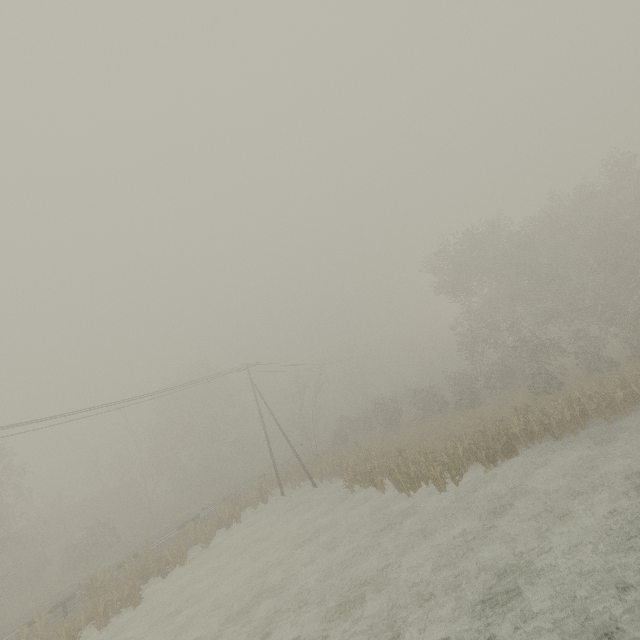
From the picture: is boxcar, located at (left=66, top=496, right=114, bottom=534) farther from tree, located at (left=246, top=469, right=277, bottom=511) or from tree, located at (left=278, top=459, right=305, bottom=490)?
tree, located at (left=246, top=469, right=277, bottom=511)

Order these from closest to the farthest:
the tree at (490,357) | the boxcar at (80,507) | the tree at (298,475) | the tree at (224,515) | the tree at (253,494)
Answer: the tree at (490,357), the tree at (224,515), the tree at (253,494), the tree at (298,475), the boxcar at (80,507)

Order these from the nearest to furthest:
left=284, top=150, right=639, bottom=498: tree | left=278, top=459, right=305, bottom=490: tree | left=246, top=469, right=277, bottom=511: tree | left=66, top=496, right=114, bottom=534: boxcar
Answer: left=284, top=150, right=639, bottom=498: tree → left=246, top=469, right=277, bottom=511: tree → left=278, top=459, right=305, bottom=490: tree → left=66, top=496, right=114, bottom=534: boxcar

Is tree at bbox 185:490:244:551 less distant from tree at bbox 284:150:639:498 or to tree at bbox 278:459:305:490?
tree at bbox 278:459:305:490

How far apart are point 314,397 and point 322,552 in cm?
1983

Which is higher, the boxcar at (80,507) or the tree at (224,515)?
the boxcar at (80,507)

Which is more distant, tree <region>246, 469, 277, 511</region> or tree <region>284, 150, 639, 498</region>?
tree <region>246, 469, 277, 511</region>

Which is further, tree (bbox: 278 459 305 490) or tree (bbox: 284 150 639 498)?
tree (bbox: 278 459 305 490)
